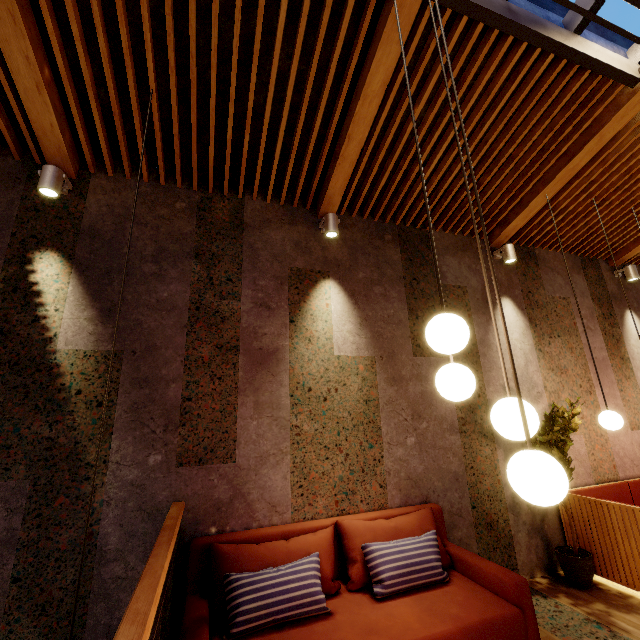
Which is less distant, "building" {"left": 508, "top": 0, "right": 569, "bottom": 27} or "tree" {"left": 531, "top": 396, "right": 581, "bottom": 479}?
"building" {"left": 508, "top": 0, "right": 569, "bottom": 27}

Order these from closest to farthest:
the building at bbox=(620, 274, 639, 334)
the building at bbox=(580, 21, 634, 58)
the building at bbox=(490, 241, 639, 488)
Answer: the building at bbox=(580, 21, 634, 58) → the building at bbox=(490, 241, 639, 488) → the building at bbox=(620, 274, 639, 334)

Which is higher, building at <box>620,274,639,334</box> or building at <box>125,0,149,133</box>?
building at <box>125,0,149,133</box>

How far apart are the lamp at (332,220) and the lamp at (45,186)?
2.5m

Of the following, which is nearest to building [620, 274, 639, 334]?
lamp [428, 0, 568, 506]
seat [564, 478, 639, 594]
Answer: seat [564, 478, 639, 594]

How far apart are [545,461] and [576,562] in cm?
336

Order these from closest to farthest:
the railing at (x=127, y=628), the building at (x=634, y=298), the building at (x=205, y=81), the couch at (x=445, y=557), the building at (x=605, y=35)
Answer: the railing at (x=127, y=628)
the couch at (x=445, y=557)
the building at (x=205, y=81)
the building at (x=605, y=35)
the building at (x=634, y=298)

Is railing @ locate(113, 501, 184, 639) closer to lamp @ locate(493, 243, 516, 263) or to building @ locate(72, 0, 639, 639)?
building @ locate(72, 0, 639, 639)
